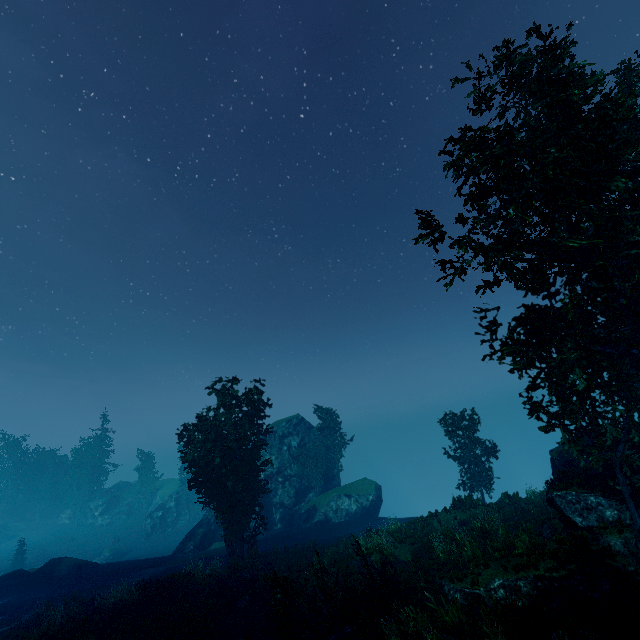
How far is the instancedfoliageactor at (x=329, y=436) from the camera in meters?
39.9

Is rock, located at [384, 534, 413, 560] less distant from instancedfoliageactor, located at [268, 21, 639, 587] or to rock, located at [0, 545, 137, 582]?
instancedfoliageactor, located at [268, 21, 639, 587]

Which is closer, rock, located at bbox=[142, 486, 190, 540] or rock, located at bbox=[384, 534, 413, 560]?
rock, located at bbox=[384, 534, 413, 560]

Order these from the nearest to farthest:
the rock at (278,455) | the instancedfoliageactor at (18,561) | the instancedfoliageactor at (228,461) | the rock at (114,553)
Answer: the instancedfoliageactor at (228,461), the rock at (114,553), the rock at (278,455), the instancedfoliageactor at (18,561)

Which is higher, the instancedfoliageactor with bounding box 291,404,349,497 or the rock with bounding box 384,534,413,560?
the instancedfoliageactor with bounding box 291,404,349,497

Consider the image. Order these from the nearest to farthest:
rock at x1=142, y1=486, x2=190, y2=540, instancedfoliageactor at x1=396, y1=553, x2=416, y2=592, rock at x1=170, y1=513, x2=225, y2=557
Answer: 1. instancedfoliageactor at x1=396, y1=553, x2=416, y2=592
2. rock at x1=170, y1=513, x2=225, y2=557
3. rock at x1=142, y1=486, x2=190, y2=540

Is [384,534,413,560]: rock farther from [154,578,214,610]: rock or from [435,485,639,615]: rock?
[154,578,214,610]: rock

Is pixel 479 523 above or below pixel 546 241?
below
